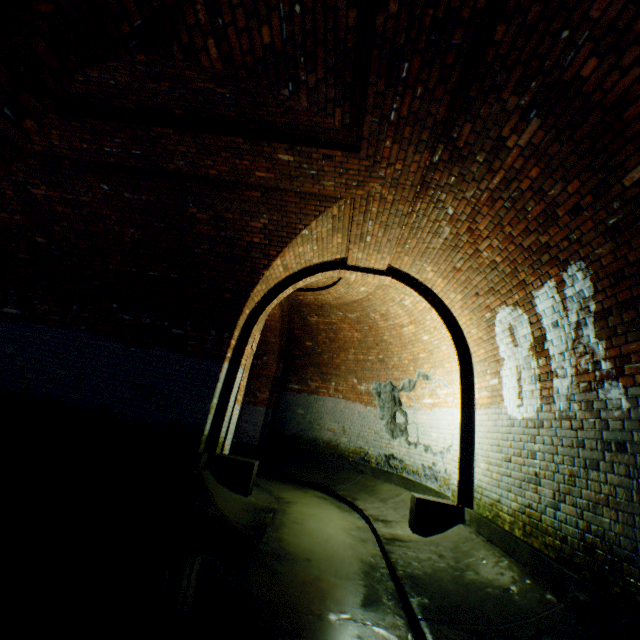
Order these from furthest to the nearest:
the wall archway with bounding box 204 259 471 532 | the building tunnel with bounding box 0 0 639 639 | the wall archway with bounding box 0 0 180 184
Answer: the wall archway with bounding box 204 259 471 532 < the building tunnel with bounding box 0 0 639 639 < the wall archway with bounding box 0 0 180 184

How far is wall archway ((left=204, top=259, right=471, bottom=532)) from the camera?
5.4m

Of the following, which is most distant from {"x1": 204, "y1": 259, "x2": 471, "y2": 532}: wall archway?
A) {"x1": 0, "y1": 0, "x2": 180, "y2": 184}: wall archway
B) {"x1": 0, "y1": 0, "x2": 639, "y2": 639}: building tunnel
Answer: {"x1": 0, "y1": 0, "x2": 180, "y2": 184}: wall archway

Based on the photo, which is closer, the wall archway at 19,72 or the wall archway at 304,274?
the wall archway at 19,72

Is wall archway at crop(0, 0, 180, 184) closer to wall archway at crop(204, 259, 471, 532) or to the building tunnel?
the building tunnel

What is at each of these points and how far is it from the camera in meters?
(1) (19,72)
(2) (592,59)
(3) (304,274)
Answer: (1) wall archway, 1.6 m
(2) building tunnel, 2.4 m
(3) wall archway, 6.6 m

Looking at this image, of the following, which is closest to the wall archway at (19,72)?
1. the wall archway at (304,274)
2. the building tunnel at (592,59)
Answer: the building tunnel at (592,59)
